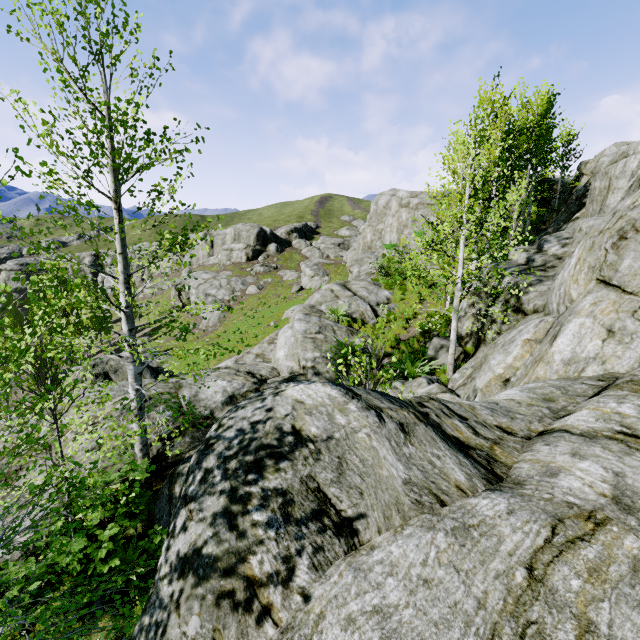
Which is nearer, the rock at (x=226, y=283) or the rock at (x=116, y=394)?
the rock at (x=116, y=394)

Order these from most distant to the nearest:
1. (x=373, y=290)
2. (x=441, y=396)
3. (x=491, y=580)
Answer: (x=373, y=290), (x=441, y=396), (x=491, y=580)

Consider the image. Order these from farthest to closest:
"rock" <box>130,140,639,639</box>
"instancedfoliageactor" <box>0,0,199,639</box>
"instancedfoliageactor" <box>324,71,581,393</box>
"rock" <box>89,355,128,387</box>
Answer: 1. "rock" <box>89,355,128,387</box>
2. "instancedfoliageactor" <box>324,71,581,393</box>
3. "instancedfoliageactor" <box>0,0,199,639</box>
4. "rock" <box>130,140,639,639</box>

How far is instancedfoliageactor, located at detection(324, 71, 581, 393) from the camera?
8.7 meters

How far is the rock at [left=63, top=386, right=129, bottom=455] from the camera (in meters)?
9.11

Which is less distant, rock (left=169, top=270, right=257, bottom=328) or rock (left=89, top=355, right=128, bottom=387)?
rock (left=89, top=355, right=128, bottom=387)

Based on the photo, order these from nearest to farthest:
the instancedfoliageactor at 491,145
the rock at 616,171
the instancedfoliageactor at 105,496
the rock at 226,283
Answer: the rock at 616,171
the instancedfoliageactor at 105,496
the instancedfoliageactor at 491,145
the rock at 226,283
